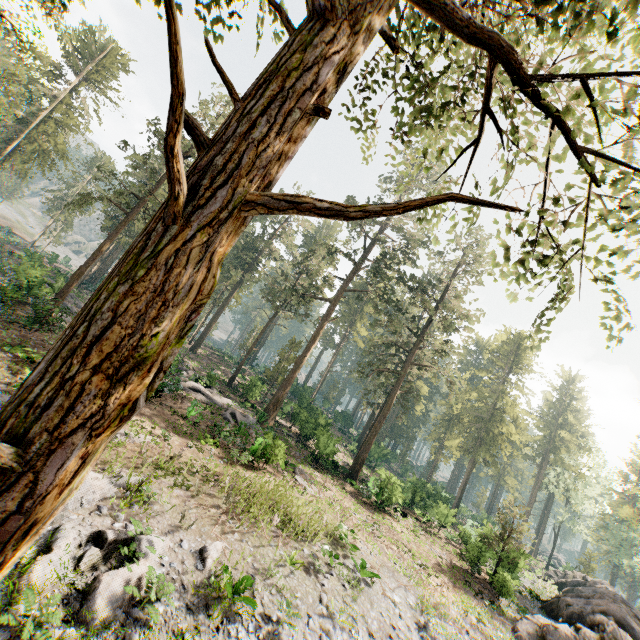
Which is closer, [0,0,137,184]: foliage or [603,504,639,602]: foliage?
[0,0,137,184]: foliage

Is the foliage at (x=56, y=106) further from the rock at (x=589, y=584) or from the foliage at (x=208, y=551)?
the foliage at (x=208, y=551)

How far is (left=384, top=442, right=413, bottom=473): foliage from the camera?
58.4 meters

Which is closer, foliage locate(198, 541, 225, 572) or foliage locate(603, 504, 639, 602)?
foliage locate(198, 541, 225, 572)

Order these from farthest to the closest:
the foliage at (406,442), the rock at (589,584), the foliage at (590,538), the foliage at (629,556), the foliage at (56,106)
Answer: the foliage at (406,442), the foliage at (590,538), the foliage at (629,556), the rock at (589,584), the foliage at (56,106)

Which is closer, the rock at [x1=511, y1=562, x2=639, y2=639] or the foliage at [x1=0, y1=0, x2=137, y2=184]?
the foliage at [x1=0, y1=0, x2=137, y2=184]

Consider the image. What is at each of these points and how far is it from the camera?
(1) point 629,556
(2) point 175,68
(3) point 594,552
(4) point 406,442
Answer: (1) foliage, 56.1 meters
(2) foliage, 1.7 meters
(3) foliage, 47.7 meters
(4) foliage, 59.8 meters
